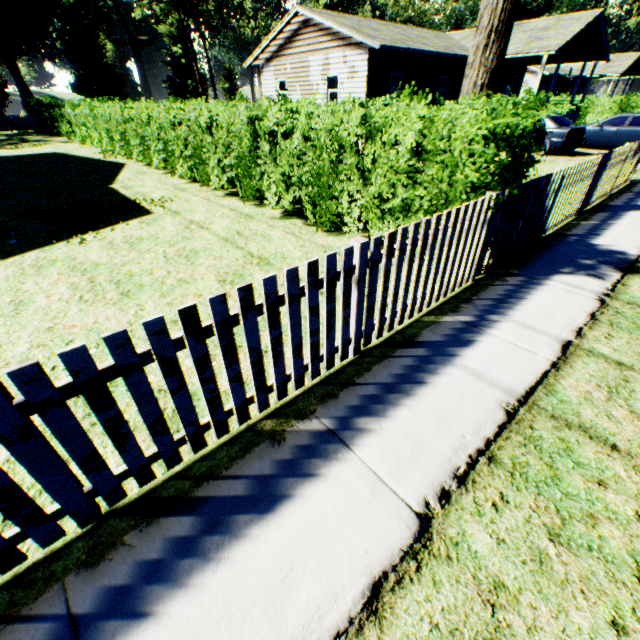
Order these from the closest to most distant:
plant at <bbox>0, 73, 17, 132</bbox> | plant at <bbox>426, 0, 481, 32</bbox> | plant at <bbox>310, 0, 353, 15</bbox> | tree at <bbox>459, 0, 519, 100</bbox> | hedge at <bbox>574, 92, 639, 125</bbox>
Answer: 1. tree at <bbox>459, 0, 519, 100</bbox>
2. hedge at <bbox>574, 92, 639, 125</bbox>
3. plant at <bbox>0, 73, 17, 132</bbox>
4. plant at <bbox>310, 0, 353, 15</bbox>
5. plant at <bbox>426, 0, 481, 32</bbox>

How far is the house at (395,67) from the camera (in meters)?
17.08

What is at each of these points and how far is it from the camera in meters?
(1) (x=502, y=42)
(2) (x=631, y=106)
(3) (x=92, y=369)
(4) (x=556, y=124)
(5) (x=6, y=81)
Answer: (1) tree, 5.6
(2) hedge, 26.5
(3) fence, 1.7
(4) car, 14.6
(5) plant, 31.4

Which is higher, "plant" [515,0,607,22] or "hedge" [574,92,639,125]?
"plant" [515,0,607,22]

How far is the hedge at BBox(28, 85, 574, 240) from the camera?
4.1 meters

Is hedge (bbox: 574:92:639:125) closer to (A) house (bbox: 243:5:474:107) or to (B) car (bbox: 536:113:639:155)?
(A) house (bbox: 243:5:474:107)

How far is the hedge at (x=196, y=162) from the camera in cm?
406
